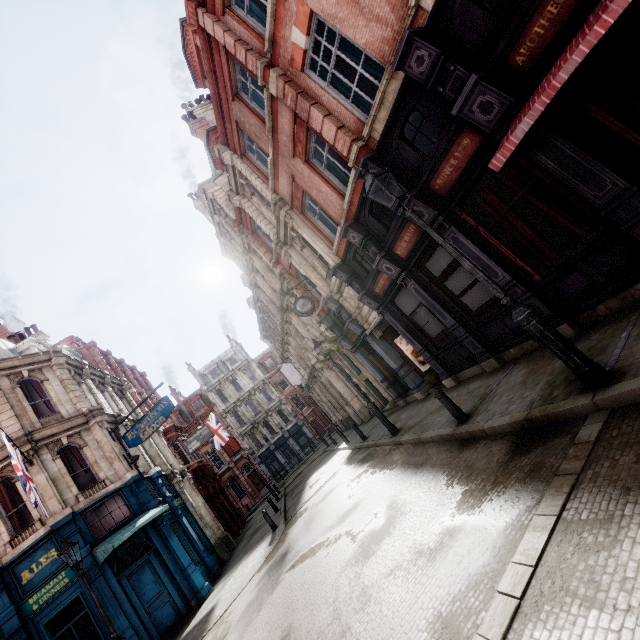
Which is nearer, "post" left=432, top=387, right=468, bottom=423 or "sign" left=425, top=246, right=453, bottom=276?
"post" left=432, top=387, right=468, bottom=423

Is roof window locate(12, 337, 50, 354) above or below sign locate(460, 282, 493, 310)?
above

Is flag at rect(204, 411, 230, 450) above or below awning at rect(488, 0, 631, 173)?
above

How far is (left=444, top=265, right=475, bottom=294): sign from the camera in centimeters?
839cm

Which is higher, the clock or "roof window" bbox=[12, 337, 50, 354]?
"roof window" bbox=[12, 337, 50, 354]

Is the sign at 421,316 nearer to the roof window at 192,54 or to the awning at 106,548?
the roof window at 192,54

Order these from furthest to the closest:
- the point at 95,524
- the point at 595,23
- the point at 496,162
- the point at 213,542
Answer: the point at 213,542, the point at 95,524, the point at 496,162, the point at 595,23

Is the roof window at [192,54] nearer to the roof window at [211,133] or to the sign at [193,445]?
the roof window at [211,133]
